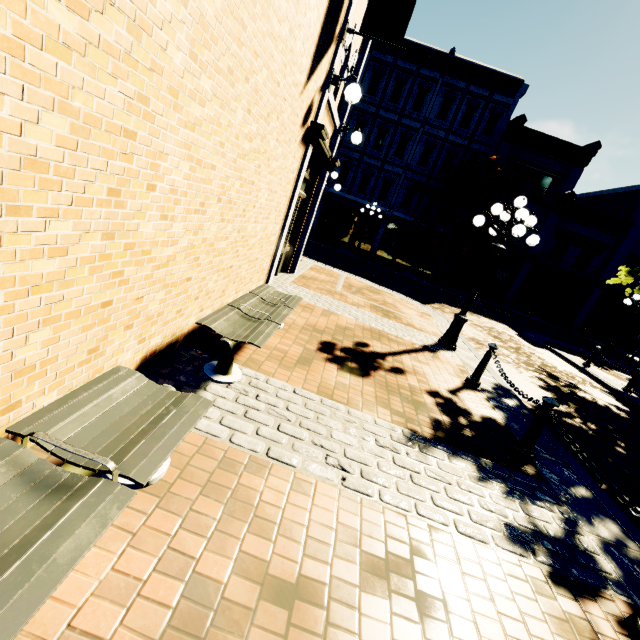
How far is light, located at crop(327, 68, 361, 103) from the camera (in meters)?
5.65

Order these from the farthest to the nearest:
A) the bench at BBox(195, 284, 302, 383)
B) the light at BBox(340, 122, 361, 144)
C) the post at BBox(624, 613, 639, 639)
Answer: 1. the light at BBox(340, 122, 361, 144)
2. the bench at BBox(195, 284, 302, 383)
3. the post at BBox(624, 613, 639, 639)

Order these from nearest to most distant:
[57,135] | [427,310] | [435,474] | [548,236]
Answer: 1. [57,135]
2. [435,474]
3. [427,310]
4. [548,236]

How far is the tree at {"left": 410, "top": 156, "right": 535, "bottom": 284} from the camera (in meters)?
19.38

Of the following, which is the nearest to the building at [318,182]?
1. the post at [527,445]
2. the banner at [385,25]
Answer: the banner at [385,25]

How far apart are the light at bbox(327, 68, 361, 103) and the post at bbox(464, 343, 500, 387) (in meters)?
5.03

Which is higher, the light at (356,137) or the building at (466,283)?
the light at (356,137)

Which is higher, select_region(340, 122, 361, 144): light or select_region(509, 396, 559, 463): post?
select_region(340, 122, 361, 144): light
